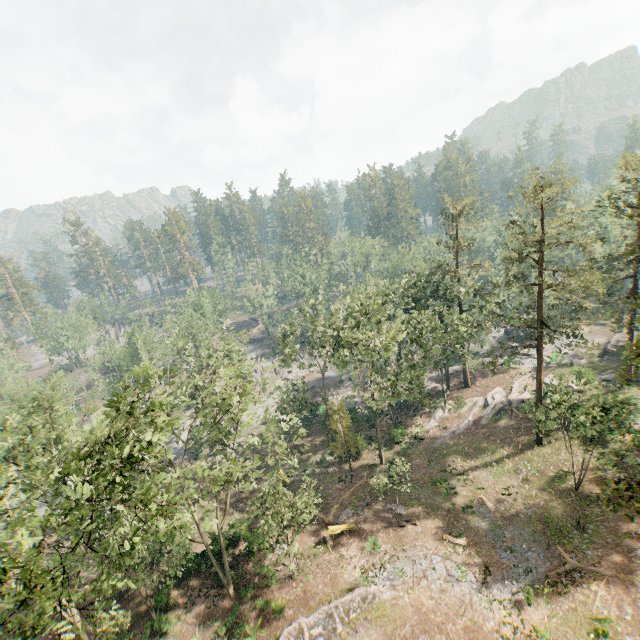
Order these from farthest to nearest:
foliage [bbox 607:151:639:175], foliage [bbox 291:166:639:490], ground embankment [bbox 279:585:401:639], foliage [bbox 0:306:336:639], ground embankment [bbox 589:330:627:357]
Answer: ground embankment [bbox 589:330:627:357], foliage [bbox 607:151:639:175], foliage [bbox 291:166:639:490], ground embankment [bbox 279:585:401:639], foliage [bbox 0:306:336:639]

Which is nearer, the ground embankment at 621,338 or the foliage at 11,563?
the foliage at 11,563

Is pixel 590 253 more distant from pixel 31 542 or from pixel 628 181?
pixel 31 542

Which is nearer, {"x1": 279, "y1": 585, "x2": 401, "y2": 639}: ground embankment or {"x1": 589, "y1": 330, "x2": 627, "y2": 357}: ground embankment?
{"x1": 279, "y1": 585, "x2": 401, "y2": 639}: ground embankment

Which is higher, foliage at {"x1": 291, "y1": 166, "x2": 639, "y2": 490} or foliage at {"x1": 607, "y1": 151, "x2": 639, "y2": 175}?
foliage at {"x1": 607, "y1": 151, "x2": 639, "y2": 175}

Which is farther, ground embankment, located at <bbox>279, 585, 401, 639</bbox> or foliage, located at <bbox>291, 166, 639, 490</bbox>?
foliage, located at <bbox>291, 166, 639, 490</bbox>

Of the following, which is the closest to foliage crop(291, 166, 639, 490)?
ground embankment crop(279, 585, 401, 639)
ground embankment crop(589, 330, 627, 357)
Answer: ground embankment crop(589, 330, 627, 357)

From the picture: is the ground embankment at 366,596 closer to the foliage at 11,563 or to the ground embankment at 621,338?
the foliage at 11,563
